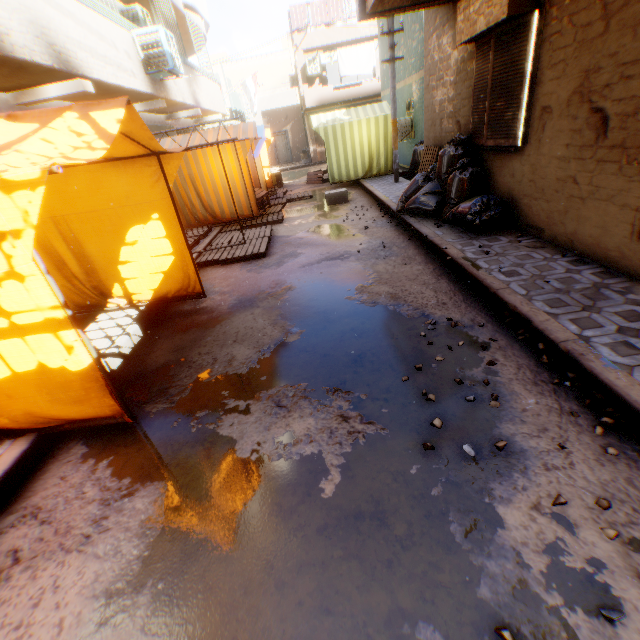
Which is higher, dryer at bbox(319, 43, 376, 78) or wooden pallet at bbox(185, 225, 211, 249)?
dryer at bbox(319, 43, 376, 78)

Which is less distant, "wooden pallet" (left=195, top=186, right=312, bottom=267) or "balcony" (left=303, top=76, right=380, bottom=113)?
"wooden pallet" (left=195, top=186, right=312, bottom=267)

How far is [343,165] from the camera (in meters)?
A: 12.94

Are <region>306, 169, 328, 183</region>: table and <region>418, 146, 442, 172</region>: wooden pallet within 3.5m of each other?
no

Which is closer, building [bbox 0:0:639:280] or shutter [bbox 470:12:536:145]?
building [bbox 0:0:639:280]

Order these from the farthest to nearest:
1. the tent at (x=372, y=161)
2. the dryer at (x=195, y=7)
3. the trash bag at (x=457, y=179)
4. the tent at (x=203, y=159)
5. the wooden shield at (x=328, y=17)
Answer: the wooden shield at (x=328, y=17) → the tent at (x=372, y=161) → the dryer at (x=195, y=7) → the trash bag at (x=457, y=179) → the tent at (x=203, y=159)

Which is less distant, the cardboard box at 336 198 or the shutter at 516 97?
the shutter at 516 97

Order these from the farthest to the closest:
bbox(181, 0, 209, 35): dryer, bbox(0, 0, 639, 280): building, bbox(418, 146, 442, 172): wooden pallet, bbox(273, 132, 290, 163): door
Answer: bbox(273, 132, 290, 163): door
bbox(181, 0, 209, 35): dryer
bbox(418, 146, 442, 172): wooden pallet
bbox(0, 0, 639, 280): building
